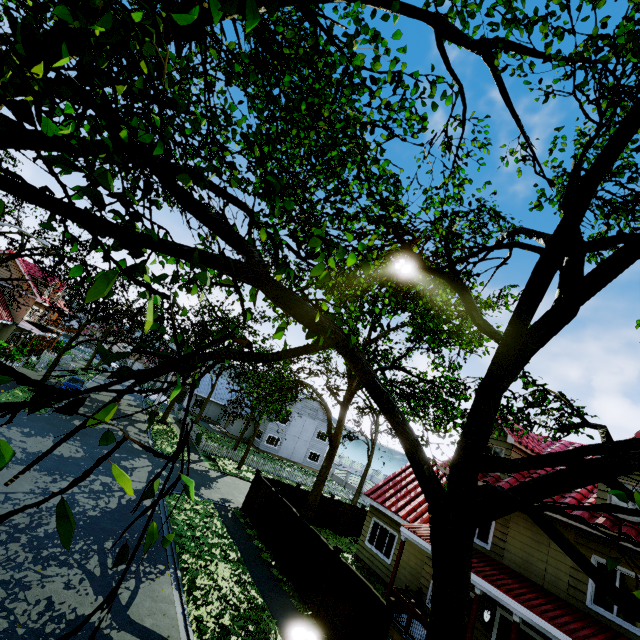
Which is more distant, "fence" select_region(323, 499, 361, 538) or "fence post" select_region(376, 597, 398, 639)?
"fence" select_region(323, 499, 361, 538)

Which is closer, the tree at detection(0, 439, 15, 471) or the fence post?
the tree at detection(0, 439, 15, 471)

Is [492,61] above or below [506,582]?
above

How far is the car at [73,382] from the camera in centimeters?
2776cm

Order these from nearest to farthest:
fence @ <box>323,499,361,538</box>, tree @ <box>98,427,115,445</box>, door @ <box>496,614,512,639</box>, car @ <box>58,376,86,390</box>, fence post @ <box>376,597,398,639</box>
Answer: tree @ <box>98,427,115,445</box>, fence post @ <box>376,597,398,639</box>, door @ <box>496,614,512,639</box>, fence @ <box>323,499,361,538</box>, car @ <box>58,376,86,390</box>

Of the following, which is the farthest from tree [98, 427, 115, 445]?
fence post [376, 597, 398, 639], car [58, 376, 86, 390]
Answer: fence post [376, 597, 398, 639]

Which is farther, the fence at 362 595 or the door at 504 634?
the door at 504 634

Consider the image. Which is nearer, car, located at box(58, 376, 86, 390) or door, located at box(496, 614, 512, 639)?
door, located at box(496, 614, 512, 639)
